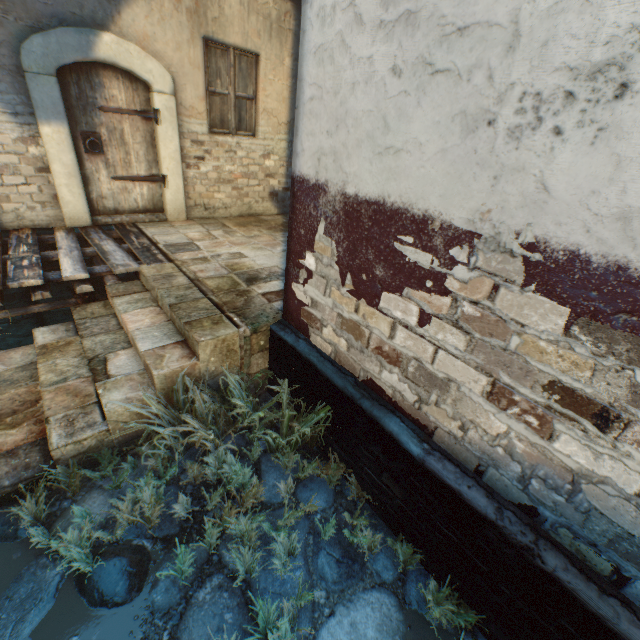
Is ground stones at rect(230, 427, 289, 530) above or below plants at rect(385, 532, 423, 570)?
below

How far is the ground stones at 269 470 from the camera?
2.6m

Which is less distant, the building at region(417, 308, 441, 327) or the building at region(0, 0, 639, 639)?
the building at region(0, 0, 639, 639)

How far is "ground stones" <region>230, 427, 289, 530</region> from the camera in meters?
2.6 m

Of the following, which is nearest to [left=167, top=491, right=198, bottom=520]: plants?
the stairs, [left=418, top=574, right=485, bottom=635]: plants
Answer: the stairs

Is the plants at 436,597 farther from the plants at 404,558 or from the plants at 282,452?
the plants at 282,452

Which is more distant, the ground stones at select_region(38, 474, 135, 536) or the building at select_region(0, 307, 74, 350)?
the building at select_region(0, 307, 74, 350)

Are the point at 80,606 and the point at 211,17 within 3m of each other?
no
